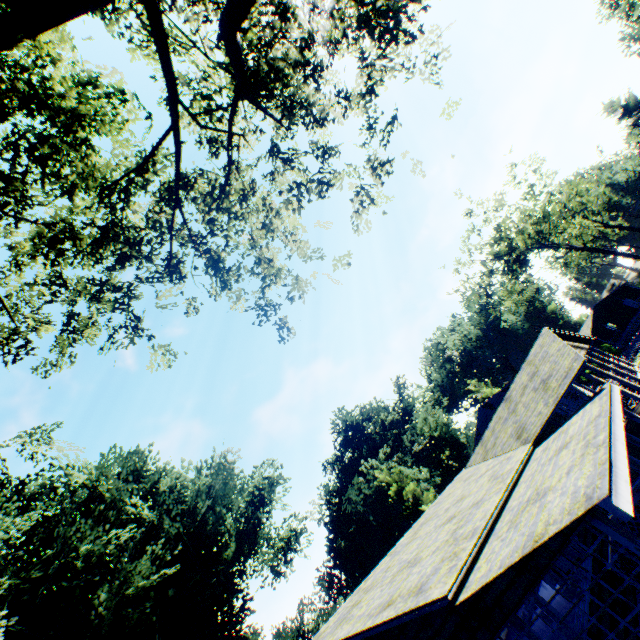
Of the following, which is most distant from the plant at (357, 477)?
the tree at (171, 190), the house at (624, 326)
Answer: the house at (624, 326)

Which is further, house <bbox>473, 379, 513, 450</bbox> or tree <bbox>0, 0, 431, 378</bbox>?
house <bbox>473, 379, 513, 450</bbox>

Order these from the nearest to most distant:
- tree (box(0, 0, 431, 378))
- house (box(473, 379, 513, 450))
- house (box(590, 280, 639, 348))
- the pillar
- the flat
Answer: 1. the pillar
2. tree (box(0, 0, 431, 378))
3. the flat
4. house (box(473, 379, 513, 450))
5. house (box(590, 280, 639, 348))

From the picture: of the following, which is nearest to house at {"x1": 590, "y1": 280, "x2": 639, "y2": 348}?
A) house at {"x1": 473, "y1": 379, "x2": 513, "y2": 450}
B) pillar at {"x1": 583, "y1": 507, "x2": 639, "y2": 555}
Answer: house at {"x1": 473, "y1": 379, "x2": 513, "y2": 450}

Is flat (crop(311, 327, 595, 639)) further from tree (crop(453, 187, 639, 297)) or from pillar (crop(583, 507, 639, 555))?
tree (crop(453, 187, 639, 297))

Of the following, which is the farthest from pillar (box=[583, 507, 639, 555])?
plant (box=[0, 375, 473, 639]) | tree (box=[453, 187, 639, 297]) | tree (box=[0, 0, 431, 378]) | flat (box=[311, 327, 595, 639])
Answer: tree (box=[453, 187, 639, 297])

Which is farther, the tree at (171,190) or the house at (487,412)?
the house at (487,412)

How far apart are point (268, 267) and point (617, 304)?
74.99m
